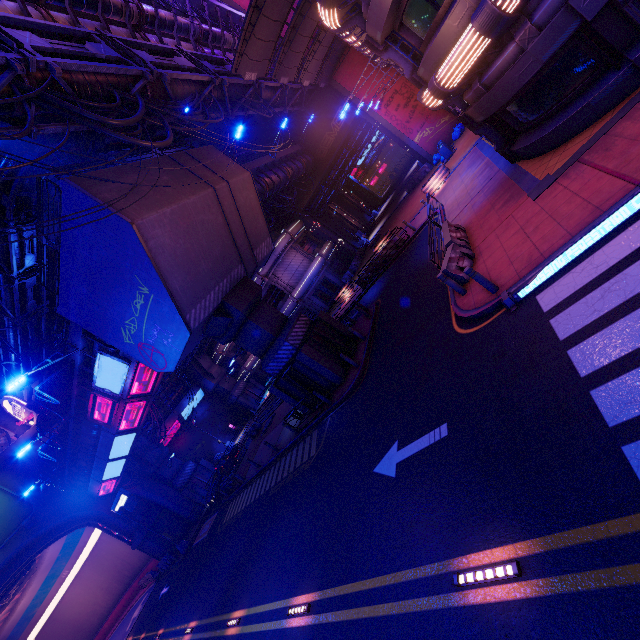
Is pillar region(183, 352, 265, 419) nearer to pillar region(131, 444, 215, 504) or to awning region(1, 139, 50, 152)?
pillar region(131, 444, 215, 504)

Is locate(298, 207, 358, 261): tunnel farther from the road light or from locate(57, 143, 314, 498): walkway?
the road light

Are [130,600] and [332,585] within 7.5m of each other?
no

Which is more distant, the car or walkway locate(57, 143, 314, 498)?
the car

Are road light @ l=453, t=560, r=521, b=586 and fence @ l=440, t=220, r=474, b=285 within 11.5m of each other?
yes

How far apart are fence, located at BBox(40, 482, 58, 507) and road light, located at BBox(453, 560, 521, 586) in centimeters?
3514cm

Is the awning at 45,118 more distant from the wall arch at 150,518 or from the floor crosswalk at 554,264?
the wall arch at 150,518

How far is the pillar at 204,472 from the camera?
32.9m
